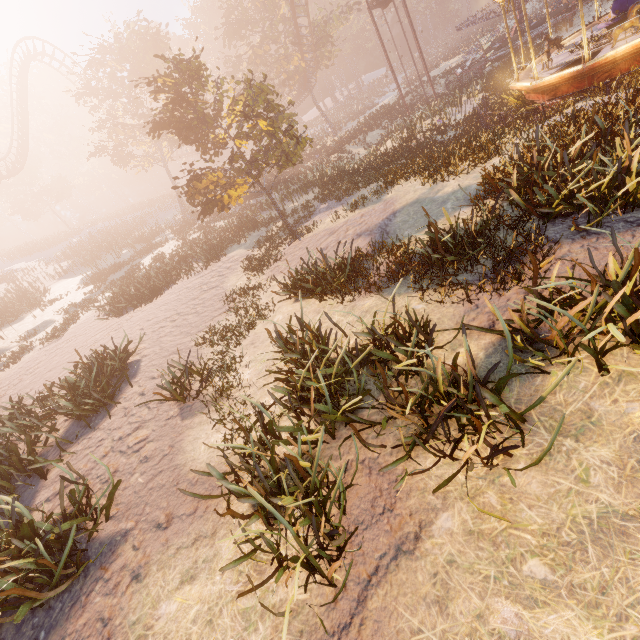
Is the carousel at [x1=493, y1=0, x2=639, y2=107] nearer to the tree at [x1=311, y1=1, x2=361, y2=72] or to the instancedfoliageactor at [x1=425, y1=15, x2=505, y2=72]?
the tree at [x1=311, y1=1, x2=361, y2=72]

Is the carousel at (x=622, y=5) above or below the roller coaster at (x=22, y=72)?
below

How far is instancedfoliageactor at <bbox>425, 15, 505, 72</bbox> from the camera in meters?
37.9 m

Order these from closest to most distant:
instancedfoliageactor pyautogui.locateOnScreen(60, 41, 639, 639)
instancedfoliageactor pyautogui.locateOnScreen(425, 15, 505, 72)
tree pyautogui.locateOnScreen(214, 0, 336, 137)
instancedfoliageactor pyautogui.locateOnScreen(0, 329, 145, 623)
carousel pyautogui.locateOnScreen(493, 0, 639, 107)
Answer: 1. instancedfoliageactor pyautogui.locateOnScreen(60, 41, 639, 639)
2. instancedfoliageactor pyautogui.locateOnScreen(0, 329, 145, 623)
3. carousel pyautogui.locateOnScreen(493, 0, 639, 107)
4. tree pyautogui.locateOnScreen(214, 0, 336, 137)
5. instancedfoliageactor pyautogui.locateOnScreen(425, 15, 505, 72)

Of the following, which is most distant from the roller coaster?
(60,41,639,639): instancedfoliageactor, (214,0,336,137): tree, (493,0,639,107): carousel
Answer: (493,0,639,107): carousel

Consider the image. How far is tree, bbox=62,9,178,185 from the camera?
25.36m

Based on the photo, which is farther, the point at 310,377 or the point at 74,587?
the point at 310,377

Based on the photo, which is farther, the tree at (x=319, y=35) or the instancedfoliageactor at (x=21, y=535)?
the tree at (x=319, y=35)
